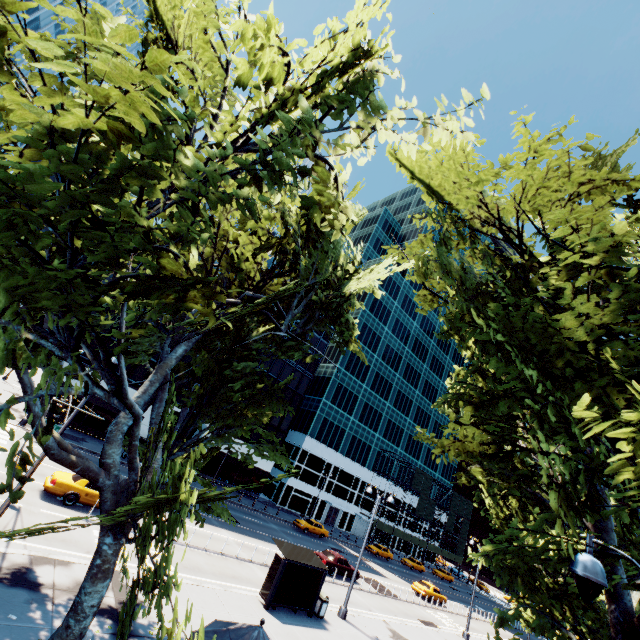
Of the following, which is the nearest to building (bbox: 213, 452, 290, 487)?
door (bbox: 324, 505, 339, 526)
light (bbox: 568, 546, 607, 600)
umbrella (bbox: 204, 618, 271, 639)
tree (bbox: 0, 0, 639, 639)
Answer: door (bbox: 324, 505, 339, 526)

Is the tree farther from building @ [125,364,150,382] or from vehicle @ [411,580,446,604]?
building @ [125,364,150,382]

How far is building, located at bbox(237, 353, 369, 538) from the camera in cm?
4984

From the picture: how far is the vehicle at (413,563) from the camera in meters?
51.1

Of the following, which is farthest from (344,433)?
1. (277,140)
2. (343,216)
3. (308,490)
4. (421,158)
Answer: (277,140)

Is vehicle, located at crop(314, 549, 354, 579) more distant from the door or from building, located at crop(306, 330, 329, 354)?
the door

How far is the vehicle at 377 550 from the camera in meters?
47.4

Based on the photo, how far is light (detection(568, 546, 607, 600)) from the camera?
4.59m
